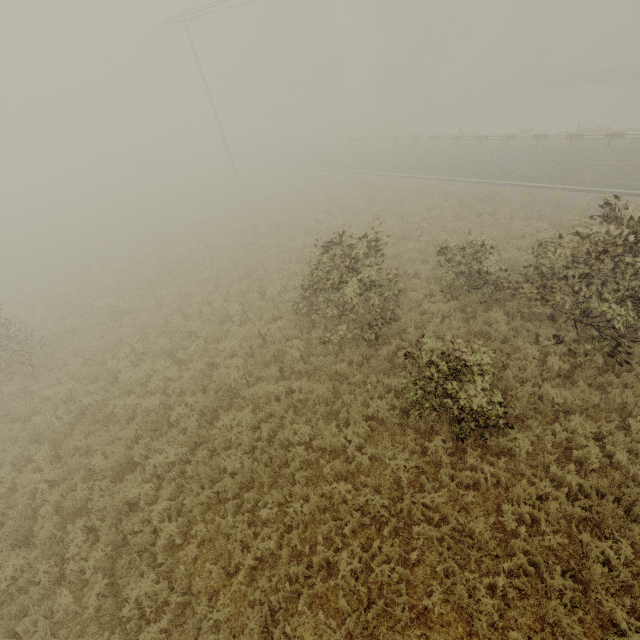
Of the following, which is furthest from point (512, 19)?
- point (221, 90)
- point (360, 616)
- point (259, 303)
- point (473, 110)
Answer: point (360, 616)
